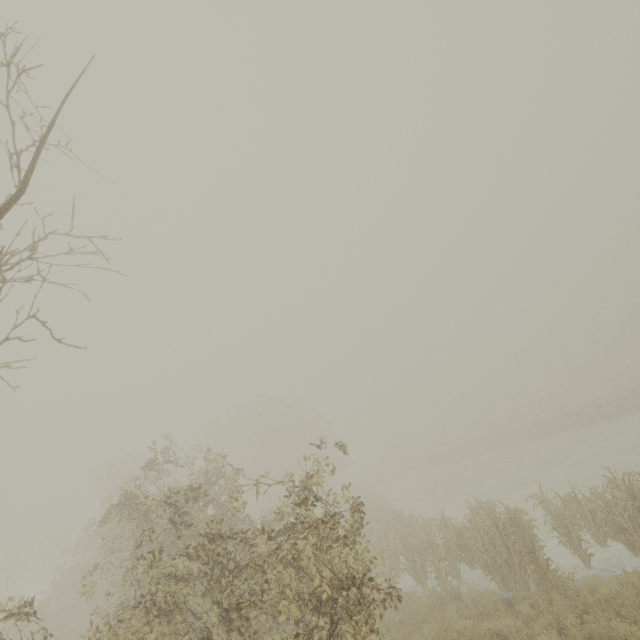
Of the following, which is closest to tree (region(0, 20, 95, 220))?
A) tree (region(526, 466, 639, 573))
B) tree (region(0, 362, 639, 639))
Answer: tree (region(0, 362, 639, 639))

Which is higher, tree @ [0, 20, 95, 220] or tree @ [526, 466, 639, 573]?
tree @ [0, 20, 95, 220]

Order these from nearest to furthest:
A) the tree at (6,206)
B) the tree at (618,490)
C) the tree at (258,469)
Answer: the tree at (6,206)
the tree at (258,469)
the tree at (618,490)

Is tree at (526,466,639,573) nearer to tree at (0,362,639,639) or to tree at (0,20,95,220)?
tree at (0,362,639,639)

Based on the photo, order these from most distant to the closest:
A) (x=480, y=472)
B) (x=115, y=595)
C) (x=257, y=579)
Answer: (x=480, y=472), (x=115, y=595), (x=257, y=579)

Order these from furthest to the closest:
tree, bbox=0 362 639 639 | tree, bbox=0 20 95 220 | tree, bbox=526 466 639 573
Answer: tree, bbox=526 466 639 573, tree, bbox=0 362 639 639, tree, bbox=0 20 95 220

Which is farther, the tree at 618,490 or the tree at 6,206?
the tree at 618,490
